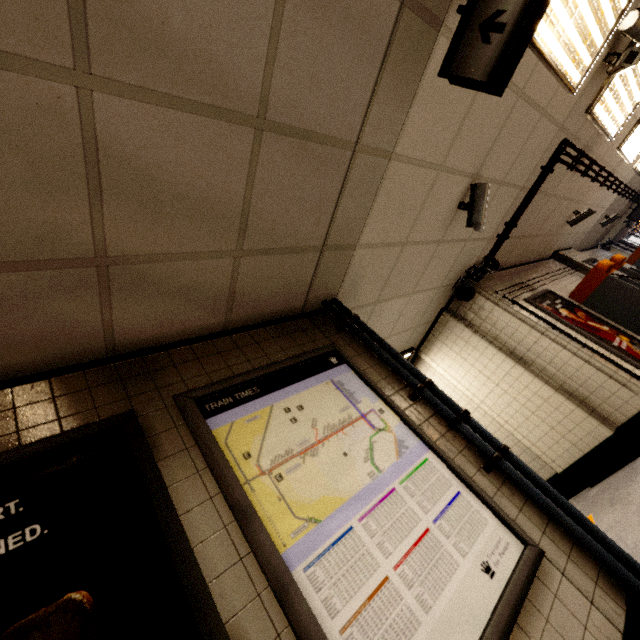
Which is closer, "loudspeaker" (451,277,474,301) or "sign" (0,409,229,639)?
"sign" (0,409,229,639)

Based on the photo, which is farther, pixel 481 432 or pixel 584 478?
pixel 584 478

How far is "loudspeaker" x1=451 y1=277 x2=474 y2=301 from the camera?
4.66m

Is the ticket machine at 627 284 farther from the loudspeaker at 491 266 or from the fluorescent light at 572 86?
the fluorescent light at 572 86

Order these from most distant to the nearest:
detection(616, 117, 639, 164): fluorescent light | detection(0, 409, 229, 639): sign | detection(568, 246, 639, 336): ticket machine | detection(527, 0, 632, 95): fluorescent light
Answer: detection(616, 117, 639, 164): fluorescent light, detection(568, 246, 639, 336): ticket machine, detection(527, 0, 632, 95): fluorescent light, detection(0, 409, 229, 639): sign

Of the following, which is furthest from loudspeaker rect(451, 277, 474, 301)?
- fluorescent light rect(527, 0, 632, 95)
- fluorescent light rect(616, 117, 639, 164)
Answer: fluorescent light rect(616, 117, 639, 164)

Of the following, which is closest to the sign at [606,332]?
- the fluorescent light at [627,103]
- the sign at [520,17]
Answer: the fluorescent light at [627,103]
